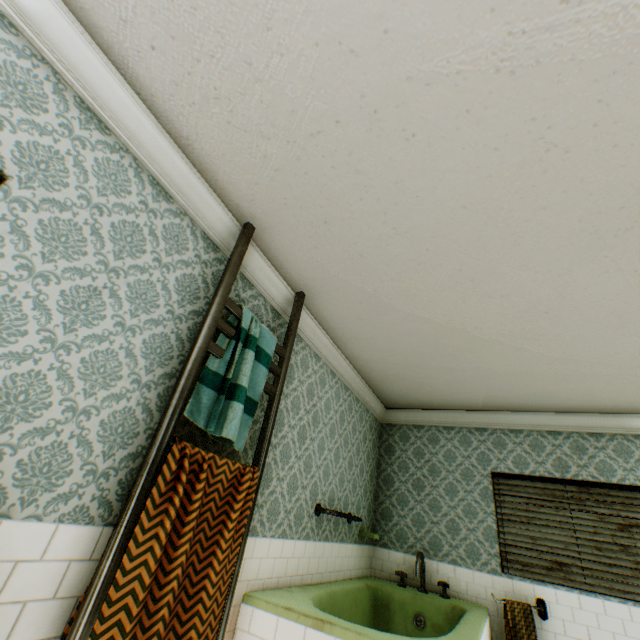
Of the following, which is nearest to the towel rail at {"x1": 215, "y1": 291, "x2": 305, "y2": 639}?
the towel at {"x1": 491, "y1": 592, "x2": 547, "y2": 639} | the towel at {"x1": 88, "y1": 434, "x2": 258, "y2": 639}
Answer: the towel at {"x1": 88, "y1": 434, "x2": 258, "y2": 639}

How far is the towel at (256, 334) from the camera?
1.9m

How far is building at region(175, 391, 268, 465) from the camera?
2.02m

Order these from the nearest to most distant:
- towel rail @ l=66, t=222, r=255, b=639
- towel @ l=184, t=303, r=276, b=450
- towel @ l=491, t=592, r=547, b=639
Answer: towel rail @ l=66, t=222, r=255, b=639, towel @ l=184, t=303, r=276, b=450, towel @ l=491, t=592, r=547, b=639

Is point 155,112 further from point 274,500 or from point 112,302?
point 274,500

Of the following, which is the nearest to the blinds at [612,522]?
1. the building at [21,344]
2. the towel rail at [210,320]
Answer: the building at [21,344]

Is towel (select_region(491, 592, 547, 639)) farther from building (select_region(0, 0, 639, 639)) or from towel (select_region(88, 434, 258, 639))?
towel (select_region(88, 434, 258, 639))

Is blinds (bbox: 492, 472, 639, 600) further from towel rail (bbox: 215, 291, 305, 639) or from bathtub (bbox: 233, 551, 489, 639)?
towel rail (bbox: 215, 291, 305, 639)
